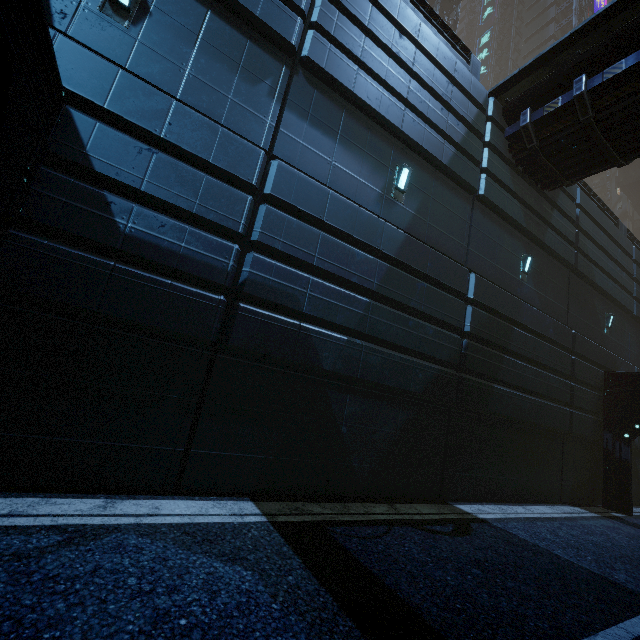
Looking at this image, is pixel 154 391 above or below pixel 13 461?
above

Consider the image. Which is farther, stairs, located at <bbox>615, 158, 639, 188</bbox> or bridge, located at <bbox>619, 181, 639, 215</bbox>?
bridge, located at <bbox>619, 181, 639, 215</bbox>

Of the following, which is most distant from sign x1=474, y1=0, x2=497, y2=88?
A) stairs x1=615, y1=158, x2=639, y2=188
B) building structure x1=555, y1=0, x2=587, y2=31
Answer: stairs x1=615, y1=158, x2=639, y2=188

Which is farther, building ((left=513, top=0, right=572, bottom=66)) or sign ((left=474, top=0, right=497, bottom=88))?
sign ((left=474, top=0, right=497, bottom=88))

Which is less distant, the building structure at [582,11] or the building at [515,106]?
the building at [515,106]

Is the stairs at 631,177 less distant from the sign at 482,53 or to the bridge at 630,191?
the bridge at 630,191

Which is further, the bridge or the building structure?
the bridge

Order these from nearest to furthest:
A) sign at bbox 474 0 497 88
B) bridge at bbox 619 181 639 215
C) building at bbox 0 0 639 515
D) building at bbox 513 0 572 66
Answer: building at bbox 0 0 639 515 → building at bbox 513 0 572 66 → bridge at bbox 619 181 639 215 → sign at bbox 474 0 497 88
